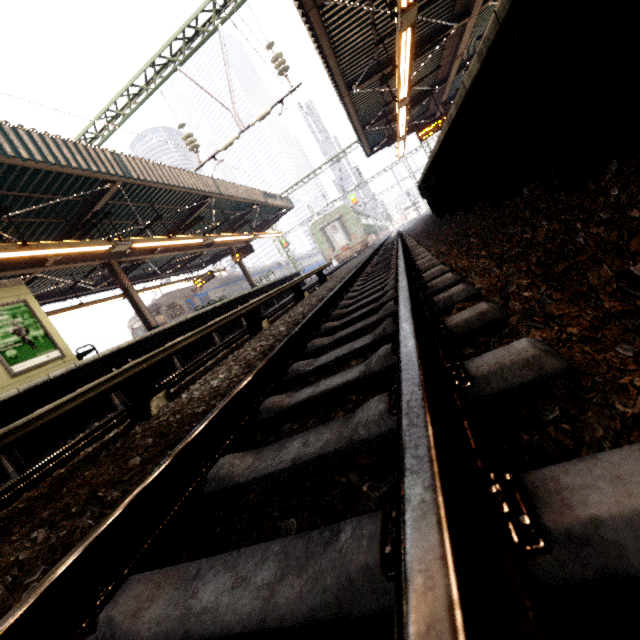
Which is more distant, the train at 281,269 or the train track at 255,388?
the train at 281,269

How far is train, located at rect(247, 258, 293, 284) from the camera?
31.3 meters

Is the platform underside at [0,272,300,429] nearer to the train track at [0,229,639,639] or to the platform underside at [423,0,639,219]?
the train track at [0,229,639,639]

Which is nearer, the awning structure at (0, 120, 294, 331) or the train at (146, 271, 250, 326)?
the awning structure at (0, 120, 294, 331)

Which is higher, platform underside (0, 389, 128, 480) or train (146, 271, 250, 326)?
train (146, 271, 250, 326)

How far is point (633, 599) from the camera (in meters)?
0.42

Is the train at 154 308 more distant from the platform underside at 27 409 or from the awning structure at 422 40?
the awning structure at 422 40
